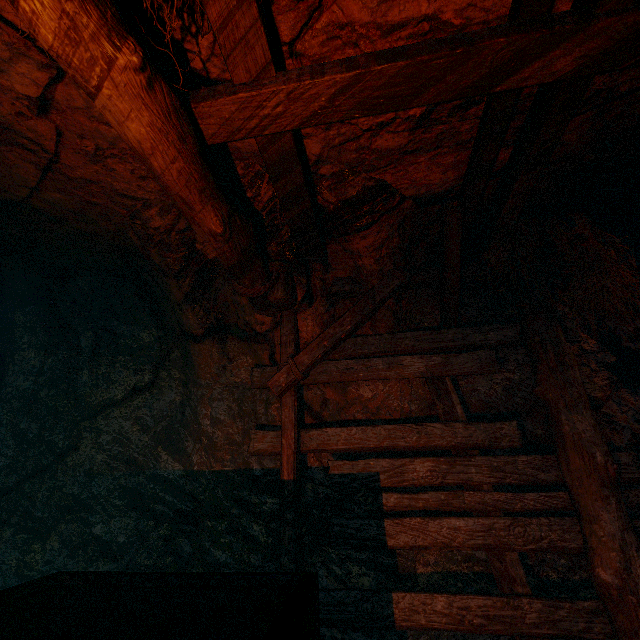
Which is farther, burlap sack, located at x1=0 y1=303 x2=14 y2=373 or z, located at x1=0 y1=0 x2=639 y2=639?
burlap sack, located at x1=0 y1=303 x2=14 y2=373

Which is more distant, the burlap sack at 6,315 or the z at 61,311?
the burlap sack at 6,315

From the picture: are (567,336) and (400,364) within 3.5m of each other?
yes

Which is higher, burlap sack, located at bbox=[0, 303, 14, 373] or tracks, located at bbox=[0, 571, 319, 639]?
burlap sack, located at bbox=[0, 303, 14, 373]

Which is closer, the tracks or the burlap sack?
the tracks

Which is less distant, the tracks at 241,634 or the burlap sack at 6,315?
the tracks at 241,634
